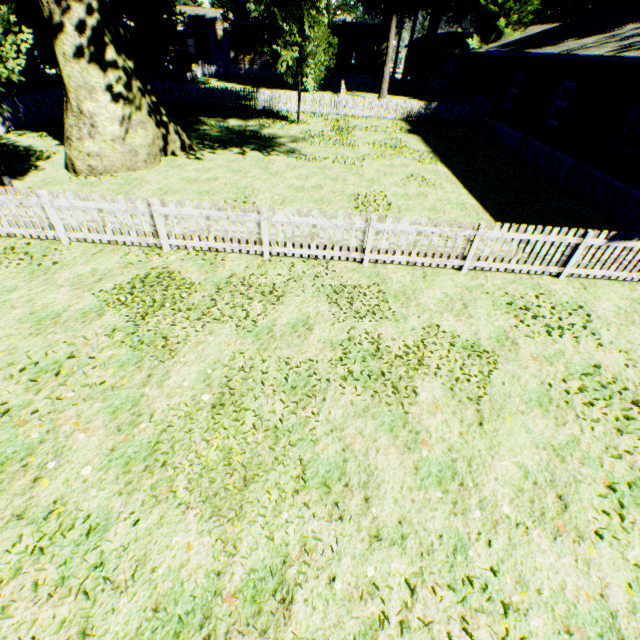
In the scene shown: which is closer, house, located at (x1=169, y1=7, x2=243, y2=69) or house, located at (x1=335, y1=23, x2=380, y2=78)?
house, located at (x1=169, y1=7, x2=243, y2=69)

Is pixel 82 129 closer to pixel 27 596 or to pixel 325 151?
pixel 325 151

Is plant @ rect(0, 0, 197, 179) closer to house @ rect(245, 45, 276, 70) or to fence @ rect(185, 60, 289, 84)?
fence @ rect(185, 60, 289, 84)

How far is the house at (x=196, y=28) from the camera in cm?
4150

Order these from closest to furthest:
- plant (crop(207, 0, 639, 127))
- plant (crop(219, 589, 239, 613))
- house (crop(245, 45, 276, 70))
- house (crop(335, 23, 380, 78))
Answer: plant (crop(219, 589, 239, 613)) → plant (crop(207, 0, 639, 127)) → house (crop(335, 23, 380, 78)) → house (crop(245, 45, 276, 70))

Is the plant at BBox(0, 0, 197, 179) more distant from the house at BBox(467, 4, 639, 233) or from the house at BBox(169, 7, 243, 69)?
the house at BBox(169, 7, 243, 69)

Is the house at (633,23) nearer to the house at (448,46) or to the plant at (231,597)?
the plant at (231,597)

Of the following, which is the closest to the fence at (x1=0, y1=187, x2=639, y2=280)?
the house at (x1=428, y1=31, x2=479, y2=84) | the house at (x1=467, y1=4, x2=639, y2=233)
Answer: the house at (x1=467, y1=4, x2=639, y2=233)
